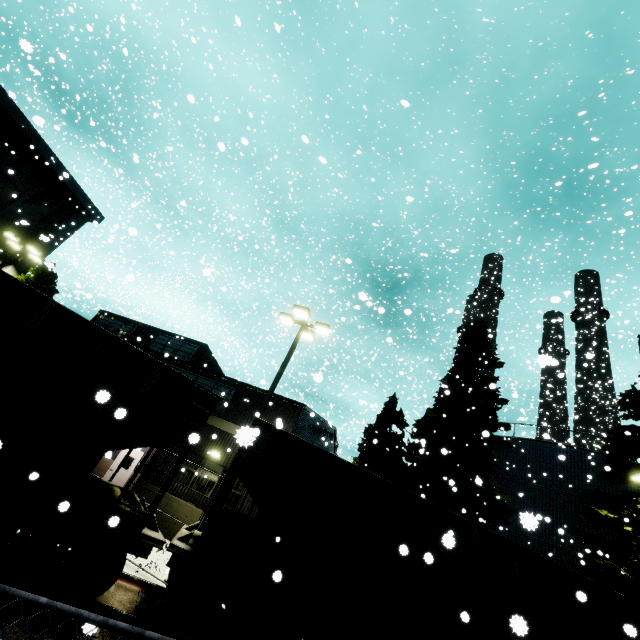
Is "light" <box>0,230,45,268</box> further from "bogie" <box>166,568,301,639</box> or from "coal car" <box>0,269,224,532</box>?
"bogie" <box>166,568,301,639</box>

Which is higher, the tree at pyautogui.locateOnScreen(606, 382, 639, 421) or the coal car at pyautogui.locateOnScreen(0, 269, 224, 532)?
the tree at pyautogui.locateOnScreen(606, 382, 639, 421)

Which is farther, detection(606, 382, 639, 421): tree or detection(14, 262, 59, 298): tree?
detection(14, 262, 59, 298): tree

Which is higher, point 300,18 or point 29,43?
point 300,18

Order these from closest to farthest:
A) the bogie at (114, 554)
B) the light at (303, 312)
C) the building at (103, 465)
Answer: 1. the bogie at (114, 554)
2. the building at (103, 465)
3. the light at (303, 312)

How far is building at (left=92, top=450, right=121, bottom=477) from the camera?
9.3 meters

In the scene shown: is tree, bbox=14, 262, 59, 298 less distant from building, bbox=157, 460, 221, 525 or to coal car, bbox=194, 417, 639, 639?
building, bbox=157, 460, 221, 525

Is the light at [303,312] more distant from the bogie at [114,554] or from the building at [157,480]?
the bogie at [114,554]
